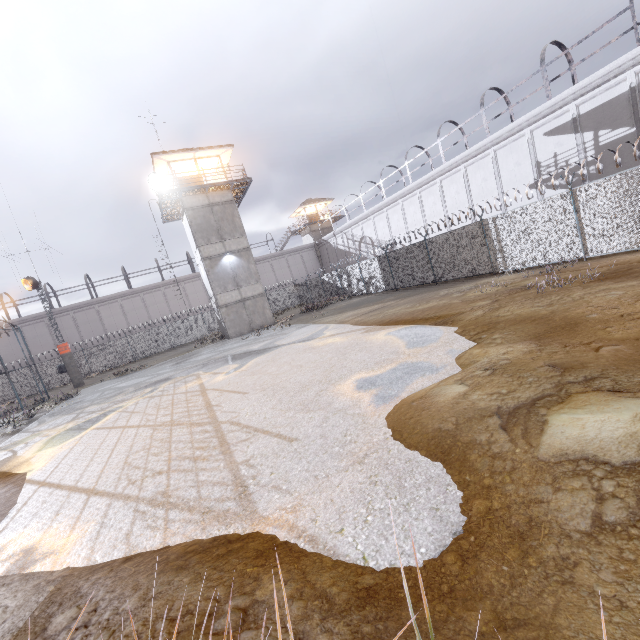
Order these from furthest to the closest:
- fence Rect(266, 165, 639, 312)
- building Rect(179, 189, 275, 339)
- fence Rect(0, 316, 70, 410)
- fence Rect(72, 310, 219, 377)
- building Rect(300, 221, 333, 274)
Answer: building Rect(300, 221, 333, 274)
fence Rect(72, 310, 219, 377)
building Rect(179, 189, 275, 339)
fence Rect(0, 316, 70, 410)
fence Rect(266, 165, 639, 312)

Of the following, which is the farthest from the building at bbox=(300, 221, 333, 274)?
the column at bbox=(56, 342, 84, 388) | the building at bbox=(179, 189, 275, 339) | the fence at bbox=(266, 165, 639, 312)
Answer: the column at bbox=(56, 342, 84, 388)

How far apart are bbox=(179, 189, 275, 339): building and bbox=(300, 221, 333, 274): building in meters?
23.6 m

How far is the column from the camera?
25.48m

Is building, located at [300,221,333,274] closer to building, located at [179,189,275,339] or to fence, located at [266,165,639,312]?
fence, located at [266,165,639,312]

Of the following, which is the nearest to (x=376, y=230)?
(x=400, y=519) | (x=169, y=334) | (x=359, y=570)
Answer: (x=169, y=334)

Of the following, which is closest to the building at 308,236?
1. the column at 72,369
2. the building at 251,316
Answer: the building at 251,316

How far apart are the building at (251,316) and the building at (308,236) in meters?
23.6
